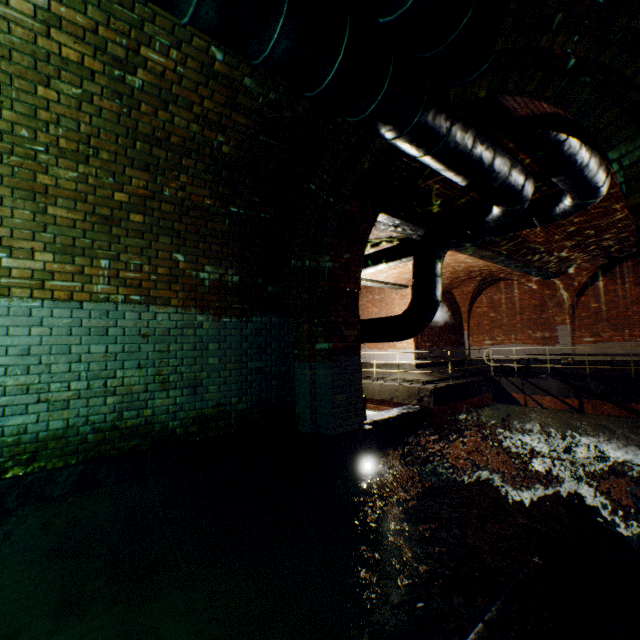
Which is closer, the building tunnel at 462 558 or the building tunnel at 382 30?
the building tunnel at 462 558

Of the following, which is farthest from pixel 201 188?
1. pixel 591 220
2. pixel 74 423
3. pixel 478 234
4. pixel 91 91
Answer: pixel 591 220

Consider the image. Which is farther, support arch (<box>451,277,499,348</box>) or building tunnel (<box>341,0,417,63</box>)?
support arch (<box>451,277,499,348</box>)

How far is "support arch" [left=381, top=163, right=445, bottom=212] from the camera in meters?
5.4 m

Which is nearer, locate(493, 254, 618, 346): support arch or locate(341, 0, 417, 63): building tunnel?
locate(341, 0, 417, 63): building tunnel

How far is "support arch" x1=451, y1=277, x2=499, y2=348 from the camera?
16.38m

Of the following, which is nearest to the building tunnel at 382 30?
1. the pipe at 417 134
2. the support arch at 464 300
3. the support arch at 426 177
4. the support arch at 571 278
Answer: the pipe at 417 134

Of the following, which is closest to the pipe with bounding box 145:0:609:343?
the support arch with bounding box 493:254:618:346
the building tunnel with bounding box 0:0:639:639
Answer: the building tunnel with bounding box 0:0:639:639
